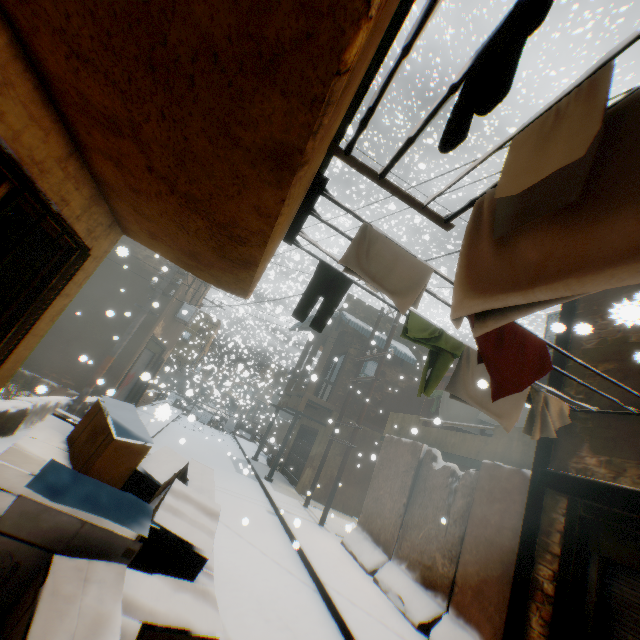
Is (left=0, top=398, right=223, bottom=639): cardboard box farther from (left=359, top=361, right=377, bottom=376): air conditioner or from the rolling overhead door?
(left=359, top=361, right=377, bottom=376): air conditioner

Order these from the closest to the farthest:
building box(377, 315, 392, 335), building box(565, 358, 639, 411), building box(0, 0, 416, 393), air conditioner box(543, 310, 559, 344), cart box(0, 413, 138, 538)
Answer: building box(0, 0, 416, 393) < cart box(0, 413, 138, 538) < building box(565, 358, 639, 411) < air conditioner box(543, 310, 559, 344) < building box(377, 315, 392, 335)

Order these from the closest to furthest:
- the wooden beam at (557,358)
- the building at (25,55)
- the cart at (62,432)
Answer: the building at (25,55), the cart at (62,432), the wooden beam at (557,358)

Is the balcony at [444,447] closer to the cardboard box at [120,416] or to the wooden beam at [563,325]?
the wooden beam at [563,325]

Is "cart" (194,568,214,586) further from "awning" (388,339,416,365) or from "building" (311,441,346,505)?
"awning" (388,339,416,365)

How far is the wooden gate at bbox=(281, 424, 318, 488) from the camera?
15.5 meters

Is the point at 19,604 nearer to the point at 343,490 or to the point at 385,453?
the point at 385,453

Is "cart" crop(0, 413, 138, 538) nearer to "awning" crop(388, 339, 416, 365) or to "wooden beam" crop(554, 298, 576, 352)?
"wooden beam" crop(554, 298, 576, 352)
